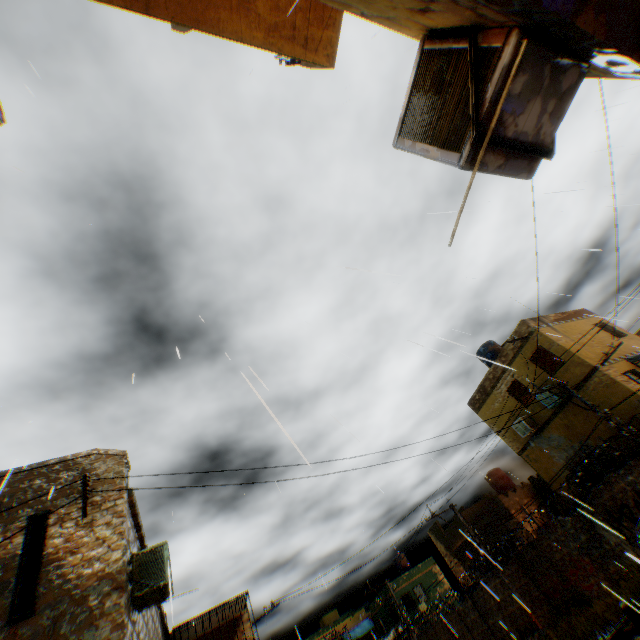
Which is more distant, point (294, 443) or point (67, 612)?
point (67, 612)

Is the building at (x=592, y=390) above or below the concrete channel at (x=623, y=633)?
above

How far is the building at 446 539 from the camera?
26.5m

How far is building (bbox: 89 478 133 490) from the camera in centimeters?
721cm

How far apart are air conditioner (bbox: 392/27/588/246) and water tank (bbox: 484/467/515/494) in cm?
3136

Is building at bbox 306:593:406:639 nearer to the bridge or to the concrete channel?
the concrete channel

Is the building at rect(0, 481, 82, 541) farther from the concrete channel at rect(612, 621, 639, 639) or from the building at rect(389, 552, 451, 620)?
the building at rect(389, 552, 451, 620)

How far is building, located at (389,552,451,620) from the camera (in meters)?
33.38
